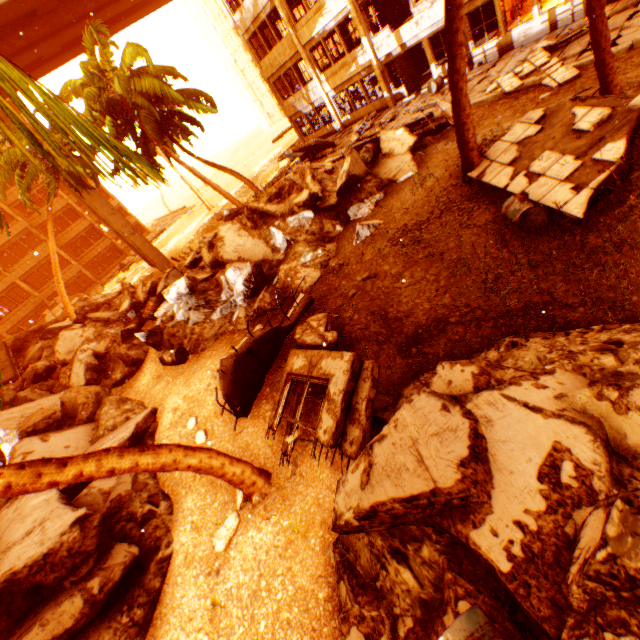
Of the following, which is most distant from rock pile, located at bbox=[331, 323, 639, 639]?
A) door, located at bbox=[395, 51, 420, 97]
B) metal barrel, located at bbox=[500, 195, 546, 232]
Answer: door, located at bbox=[395, 51, 420, 97]

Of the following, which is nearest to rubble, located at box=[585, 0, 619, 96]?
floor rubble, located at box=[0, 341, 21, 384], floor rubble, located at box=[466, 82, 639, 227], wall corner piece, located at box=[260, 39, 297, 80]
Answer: floor rubble, located at box=[466, 82, 639, 227]

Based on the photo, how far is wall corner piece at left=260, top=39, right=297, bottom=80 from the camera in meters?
21.7

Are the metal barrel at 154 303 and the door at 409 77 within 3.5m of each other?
no

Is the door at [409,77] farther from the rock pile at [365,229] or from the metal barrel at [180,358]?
the metal barrel at [180,358]

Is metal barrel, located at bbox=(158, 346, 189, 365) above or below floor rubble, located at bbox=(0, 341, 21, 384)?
below

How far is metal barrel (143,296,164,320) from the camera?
Answer: 12.6 meters

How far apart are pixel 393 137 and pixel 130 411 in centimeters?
1252cm
